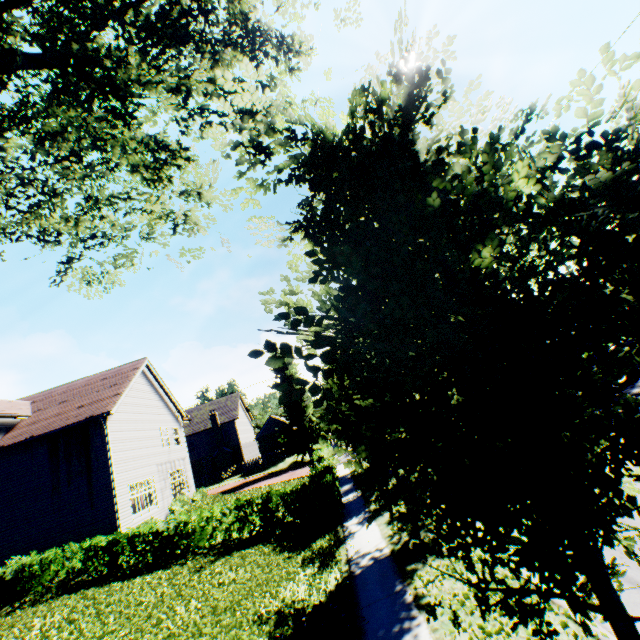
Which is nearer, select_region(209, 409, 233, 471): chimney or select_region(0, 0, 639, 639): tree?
select_region(0, 0, 639, 639): tree

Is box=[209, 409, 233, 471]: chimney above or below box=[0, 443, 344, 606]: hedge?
above

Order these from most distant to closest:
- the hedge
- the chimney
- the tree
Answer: the chimney, the hedge, the tree

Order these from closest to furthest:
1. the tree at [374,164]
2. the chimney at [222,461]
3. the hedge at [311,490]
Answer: the tree at [374,164] < the hedge at [311,490] < the chimney at [222,461]

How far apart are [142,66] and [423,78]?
4.49m

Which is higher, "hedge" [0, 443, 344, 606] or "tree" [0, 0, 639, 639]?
"tree" [0, 0, 639, 639]

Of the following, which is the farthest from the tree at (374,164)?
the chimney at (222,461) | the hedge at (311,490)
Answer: the chimney at (222,461)

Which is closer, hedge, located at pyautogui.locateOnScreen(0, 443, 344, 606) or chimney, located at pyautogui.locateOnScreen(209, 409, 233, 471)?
hedge, located at pyautogui.locateOnScreen(0, 443, 344, 606)
